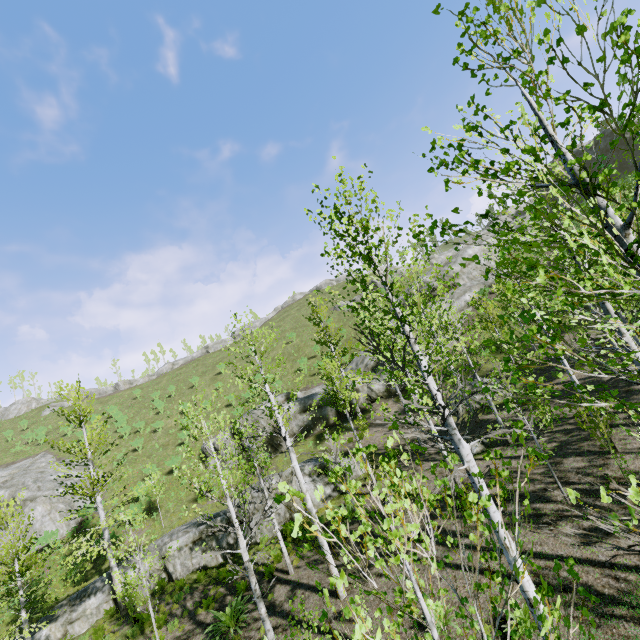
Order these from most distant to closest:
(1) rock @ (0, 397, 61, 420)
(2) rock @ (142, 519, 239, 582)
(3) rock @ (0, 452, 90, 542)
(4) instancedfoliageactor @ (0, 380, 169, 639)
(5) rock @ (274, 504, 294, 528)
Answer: (1) rock @ (0, 397, 61, 420)
(3) rock @ (0, 452, 90, 542)
(5) rock @ (274, 504, 294, 528)
(2) rock @ (142, 519, 239, 582)
(4) instancedfoliageactor @ (0, 380, 169, 639)

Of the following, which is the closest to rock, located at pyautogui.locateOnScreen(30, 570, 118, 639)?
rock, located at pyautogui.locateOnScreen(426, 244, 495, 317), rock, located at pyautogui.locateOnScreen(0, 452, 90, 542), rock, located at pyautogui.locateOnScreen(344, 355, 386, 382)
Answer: rock, located at pyautogui.locateOnScreen(344, 355, 386, 382)

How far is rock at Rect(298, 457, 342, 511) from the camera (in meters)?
17.59

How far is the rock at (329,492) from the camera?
17.59m

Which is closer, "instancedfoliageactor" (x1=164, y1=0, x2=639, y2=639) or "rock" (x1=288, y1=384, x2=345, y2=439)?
"instancedfoliageactor" (x1=164, y1=0, x2=639, y2=639)

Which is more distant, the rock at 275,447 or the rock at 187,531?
the rock at 275,447

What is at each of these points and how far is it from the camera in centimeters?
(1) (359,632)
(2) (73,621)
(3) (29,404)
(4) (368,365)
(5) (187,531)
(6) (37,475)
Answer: (1) instancedfoliageactor, 145cm
(2) rock, 1570cm
(3) rock, 5416cm
(4) rock, 2981cm
(5) rock, 1777cm
(6) rock, 2941cm

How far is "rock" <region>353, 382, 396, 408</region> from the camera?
27.1 meters
